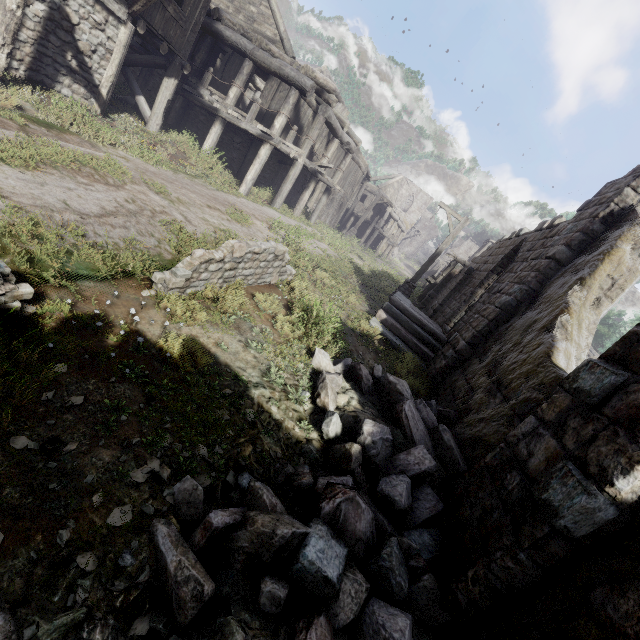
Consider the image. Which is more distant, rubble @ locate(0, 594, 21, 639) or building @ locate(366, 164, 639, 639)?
building @ locate(366, 164, 639, 639)

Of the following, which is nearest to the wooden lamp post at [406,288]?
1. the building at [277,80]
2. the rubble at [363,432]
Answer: the building at [277,80]

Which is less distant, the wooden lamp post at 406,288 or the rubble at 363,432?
the rubble at 363,432

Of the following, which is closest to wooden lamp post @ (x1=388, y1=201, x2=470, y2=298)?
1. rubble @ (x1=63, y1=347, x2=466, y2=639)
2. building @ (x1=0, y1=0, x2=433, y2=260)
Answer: building @ (x1=0, y1=0, x2=433, y2=260)

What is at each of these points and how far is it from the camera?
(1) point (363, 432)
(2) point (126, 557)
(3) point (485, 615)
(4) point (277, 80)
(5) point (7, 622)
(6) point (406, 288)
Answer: (1) rubble, 3.93m
(2) rubble, 2.20m
(3) building, 2.77m
(4) building, 14.37m
(5) rubble, 1.73m
(6) wooden lamp post, 14.95m

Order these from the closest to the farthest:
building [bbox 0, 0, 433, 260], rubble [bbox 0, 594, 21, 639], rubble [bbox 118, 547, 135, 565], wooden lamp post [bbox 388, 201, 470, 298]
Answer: rubble [bbox 0, 594, 21, 639] → rubble [bbox 118, 547, 135, 565] → building [bbox 0, 0, 433, 260] → wooden lamp post [bbox 388, 201, 470, 298]
